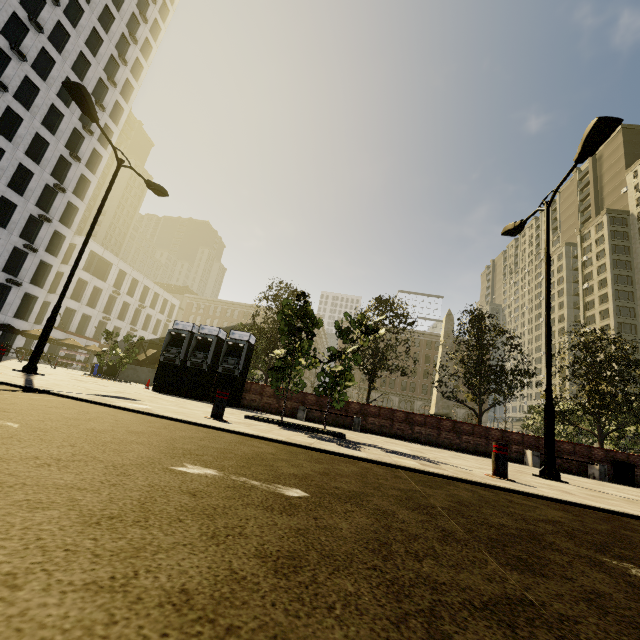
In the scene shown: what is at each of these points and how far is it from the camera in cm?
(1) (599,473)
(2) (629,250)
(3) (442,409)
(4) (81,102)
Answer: (1) bench, 1216
(2) building, 5812
(3) obelisk, 2778
(4) street light, 937

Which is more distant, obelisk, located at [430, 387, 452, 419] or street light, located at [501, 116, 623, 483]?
obelisk, located at [430, 387, 452, 419]

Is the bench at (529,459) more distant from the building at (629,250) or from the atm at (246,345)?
the building at (629,250)

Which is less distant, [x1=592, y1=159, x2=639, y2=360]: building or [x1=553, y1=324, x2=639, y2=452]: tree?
[x1=553, y1=324, x2=639, y2=452]: tree

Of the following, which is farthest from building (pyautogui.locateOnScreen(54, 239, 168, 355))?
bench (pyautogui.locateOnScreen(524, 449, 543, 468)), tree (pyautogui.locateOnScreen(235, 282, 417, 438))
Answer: bench (pyautogui.locateOnScreen(524, 449, 543, 468))

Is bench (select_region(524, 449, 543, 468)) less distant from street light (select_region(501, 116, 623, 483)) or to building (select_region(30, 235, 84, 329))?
street light (select_region(501, 116, 623, 483))

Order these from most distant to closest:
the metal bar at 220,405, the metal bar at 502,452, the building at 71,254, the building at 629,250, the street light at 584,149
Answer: the building at 629,250 < the building at 71,254 < the street light at 584,149 < the metal bar at 220,405 < the metal bar at 502,452

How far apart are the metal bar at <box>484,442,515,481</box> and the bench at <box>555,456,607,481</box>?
9.1 meters
